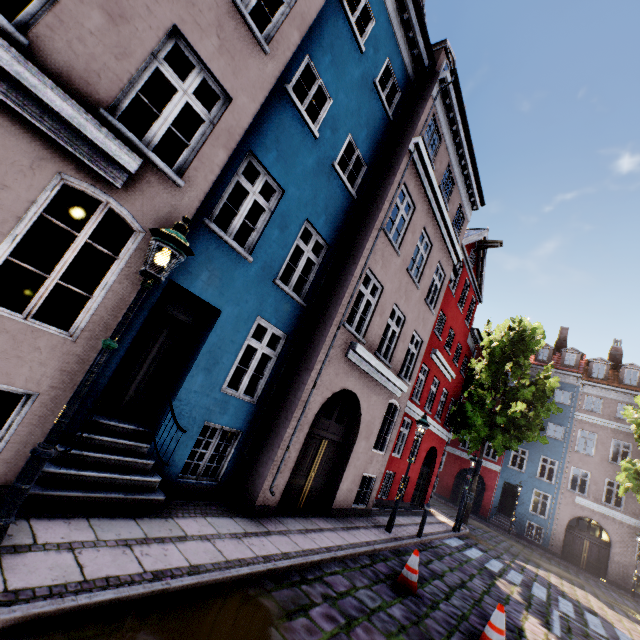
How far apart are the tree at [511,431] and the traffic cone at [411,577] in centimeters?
1426cm

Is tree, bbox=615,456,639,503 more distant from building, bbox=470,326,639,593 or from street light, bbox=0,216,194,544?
street light, bbox=0,216,194,544

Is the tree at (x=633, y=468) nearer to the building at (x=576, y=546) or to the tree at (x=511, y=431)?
the building at (x=576, y=546)

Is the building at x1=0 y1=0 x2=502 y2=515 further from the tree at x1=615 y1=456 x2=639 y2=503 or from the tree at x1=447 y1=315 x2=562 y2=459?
the tree at x1=447 y1=315 x2=562 y2=459

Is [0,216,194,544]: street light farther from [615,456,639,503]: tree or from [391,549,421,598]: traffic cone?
[615,456,639,503]: tree

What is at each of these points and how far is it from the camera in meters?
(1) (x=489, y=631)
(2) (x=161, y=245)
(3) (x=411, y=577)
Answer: (1) traffic cone, 5.8 m
(2) street light, 3.7 m
(3) traffic cone, 6.7 m

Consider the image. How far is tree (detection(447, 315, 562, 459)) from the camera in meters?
18.2 m

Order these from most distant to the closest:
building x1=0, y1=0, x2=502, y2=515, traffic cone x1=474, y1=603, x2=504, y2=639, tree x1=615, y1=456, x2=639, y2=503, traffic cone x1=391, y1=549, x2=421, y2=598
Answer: tree x1=615, y1=456, x2=639, y2=503 < traffic cone x1=391, y1=549, x2=421, y2=598 < traffic cone x1=474, y1=603, x2=504, y2=639 < building x1=0, y1=0, x2=502, y2=515
